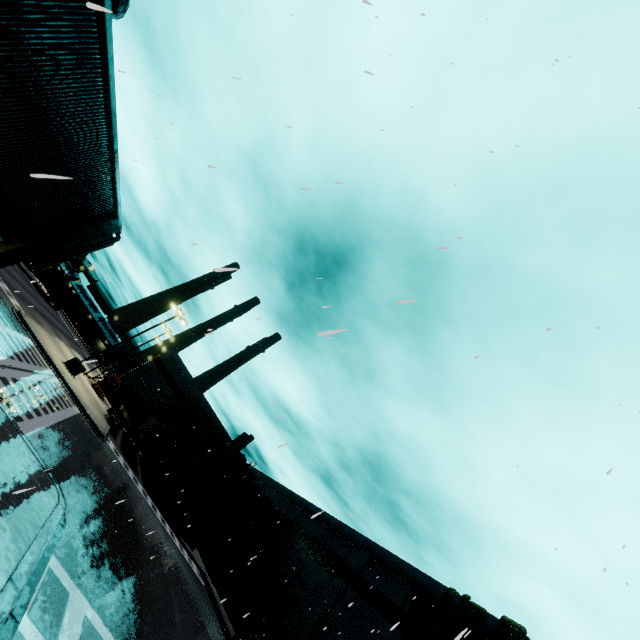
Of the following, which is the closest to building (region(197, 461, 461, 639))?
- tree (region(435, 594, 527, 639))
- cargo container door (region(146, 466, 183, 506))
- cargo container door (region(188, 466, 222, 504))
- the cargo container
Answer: tree (region(435, 594, 527, 639))

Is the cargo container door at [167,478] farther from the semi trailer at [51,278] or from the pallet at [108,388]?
the pallet at [108,388]

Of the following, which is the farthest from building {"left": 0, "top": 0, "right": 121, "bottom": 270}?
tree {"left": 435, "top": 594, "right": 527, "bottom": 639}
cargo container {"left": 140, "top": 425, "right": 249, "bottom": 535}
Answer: cargo container {"left": 140, "top": 425, "right": 249, "bottom": 535}

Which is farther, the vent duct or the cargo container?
the cargo container

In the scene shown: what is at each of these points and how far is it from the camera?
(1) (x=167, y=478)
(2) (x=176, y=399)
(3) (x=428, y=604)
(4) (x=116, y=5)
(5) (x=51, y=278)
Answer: (1) cargo container door, 29.9m
(2) building, 49.3m
(3) tree, 18.9m
(4) vent duct, 10.8m
(5) semi trailer, 52.5m

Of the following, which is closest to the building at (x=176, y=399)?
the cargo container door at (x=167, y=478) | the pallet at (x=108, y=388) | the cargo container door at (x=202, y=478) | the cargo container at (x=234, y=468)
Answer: the cargo container at (x=234, y=468)

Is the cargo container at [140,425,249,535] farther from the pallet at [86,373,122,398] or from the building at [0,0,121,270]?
the pallet at [86,373,122,398]

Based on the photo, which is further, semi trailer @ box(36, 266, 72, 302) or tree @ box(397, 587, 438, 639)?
semi trailer @ box(36, 266, 72, 302)
